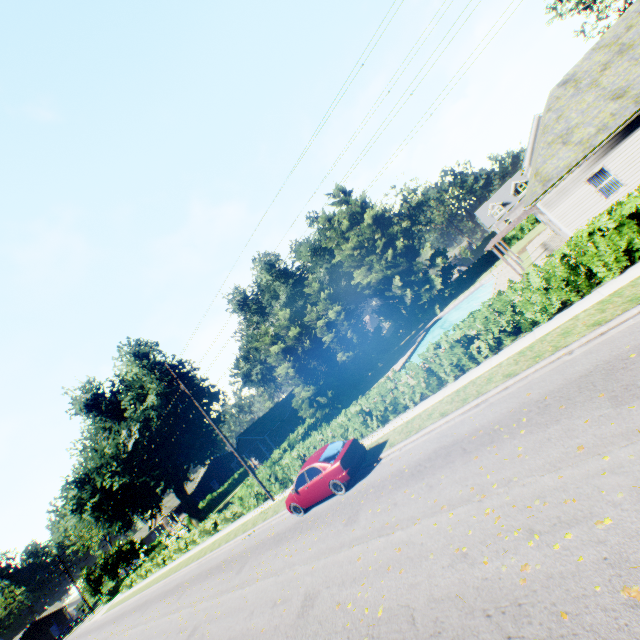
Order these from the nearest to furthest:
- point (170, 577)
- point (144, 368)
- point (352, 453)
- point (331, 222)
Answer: point (352, 453)
point (170, 577)
point (144, 368)
point (331, 222)

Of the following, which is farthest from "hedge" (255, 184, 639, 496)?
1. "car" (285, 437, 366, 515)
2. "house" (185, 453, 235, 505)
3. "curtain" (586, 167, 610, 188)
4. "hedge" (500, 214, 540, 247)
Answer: "hedge" (500, 214, 540, 247)

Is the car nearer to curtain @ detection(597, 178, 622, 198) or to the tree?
the tree

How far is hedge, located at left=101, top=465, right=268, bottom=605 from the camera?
23.92m

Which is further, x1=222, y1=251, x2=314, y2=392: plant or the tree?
x1=222, y1=251, x2=314, y2=392: plant

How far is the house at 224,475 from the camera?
54.65m

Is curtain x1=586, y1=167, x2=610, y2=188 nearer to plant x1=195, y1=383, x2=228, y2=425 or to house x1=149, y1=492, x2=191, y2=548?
plant x1=195, y1=383, x2=228, y2=425
